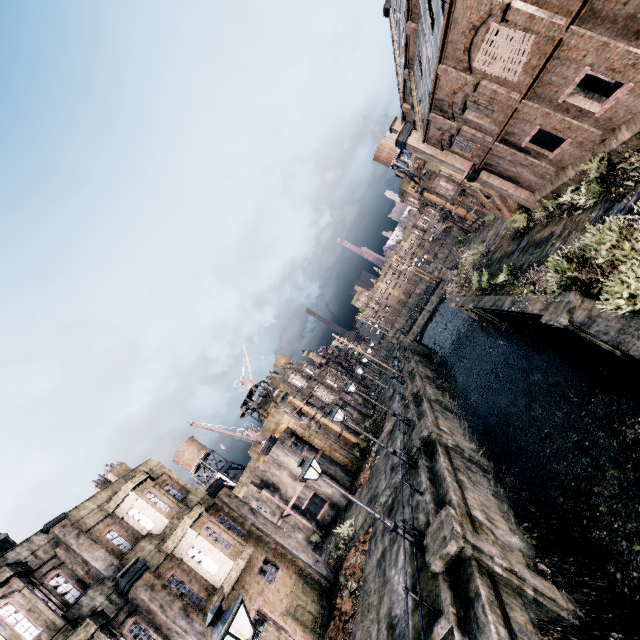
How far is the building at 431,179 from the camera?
46.8 meters

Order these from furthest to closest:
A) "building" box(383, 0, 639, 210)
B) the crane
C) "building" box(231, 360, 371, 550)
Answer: "building" box(231, 360, 371, 550)
the crane
"building" box(383, 0, 639, 210)

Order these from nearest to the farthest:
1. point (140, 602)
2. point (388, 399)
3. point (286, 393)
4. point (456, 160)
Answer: point (140, 602)
point (456, 160)
point (286, 393)
point (388, 399)

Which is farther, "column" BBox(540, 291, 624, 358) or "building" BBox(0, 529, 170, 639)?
"column" BBox(540, 291, 624, 358)

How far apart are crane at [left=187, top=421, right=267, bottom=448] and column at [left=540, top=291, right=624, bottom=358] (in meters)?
25.43

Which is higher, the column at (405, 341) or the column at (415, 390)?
the column at (405, 341)

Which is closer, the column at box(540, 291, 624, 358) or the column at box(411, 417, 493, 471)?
the column at box(540, 291, 624, 358)

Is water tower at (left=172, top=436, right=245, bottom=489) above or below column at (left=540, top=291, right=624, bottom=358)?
above
